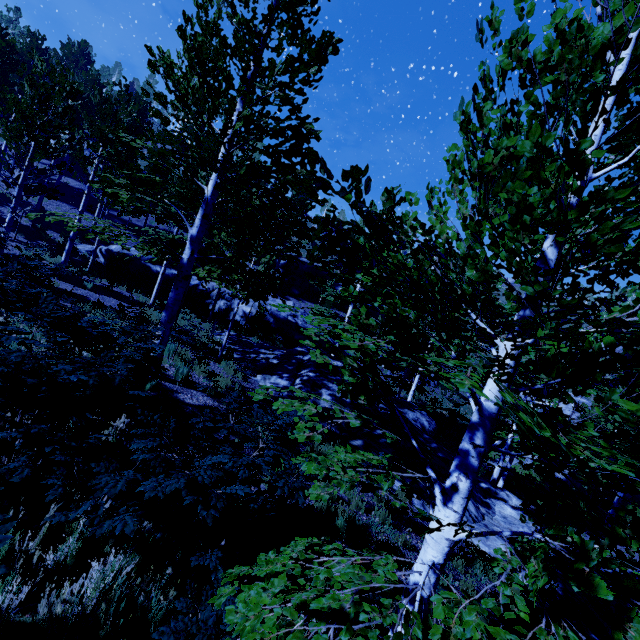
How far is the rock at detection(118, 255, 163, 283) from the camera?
20.72m

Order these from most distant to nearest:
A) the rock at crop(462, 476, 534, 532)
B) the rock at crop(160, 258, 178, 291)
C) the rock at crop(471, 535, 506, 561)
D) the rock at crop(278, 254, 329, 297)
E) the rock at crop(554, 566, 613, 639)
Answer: the rock at crop(278, 254, 329, 297)
the rock at crop(160, 258, 178, 291)
the rock at crop(462, 476, 534, 532)
the rock at crop(471, 535, 506, 561)
the rock at crop(554, 566, 613, 639)

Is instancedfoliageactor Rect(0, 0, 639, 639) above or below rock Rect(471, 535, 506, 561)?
above

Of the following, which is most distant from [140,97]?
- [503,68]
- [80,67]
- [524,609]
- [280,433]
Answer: [524,609]

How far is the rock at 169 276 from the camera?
21.3 meters

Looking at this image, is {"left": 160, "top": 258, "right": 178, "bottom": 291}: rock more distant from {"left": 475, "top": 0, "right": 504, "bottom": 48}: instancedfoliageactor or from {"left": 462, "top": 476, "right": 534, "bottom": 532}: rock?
{"left": 462, "top": 476, "right": 534, "bottom": 532}: rock

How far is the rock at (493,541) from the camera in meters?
7.7
